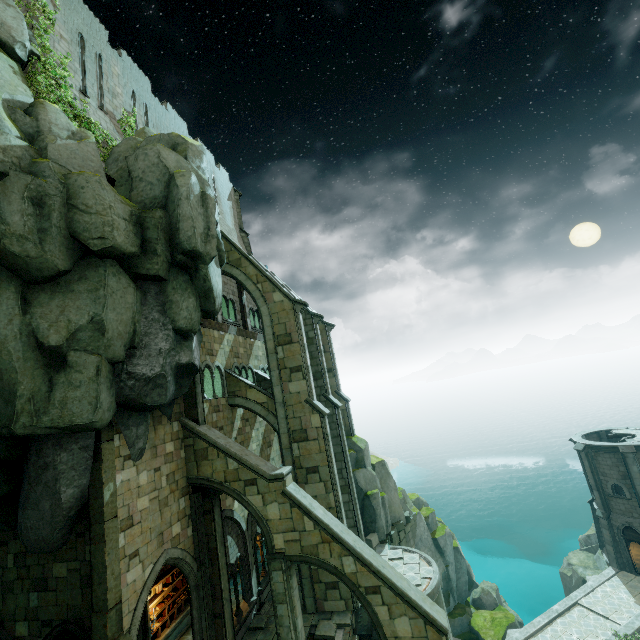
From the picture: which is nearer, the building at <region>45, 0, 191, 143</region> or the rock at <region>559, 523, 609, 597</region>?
the building at <region>45, 0, 191, 143</region>

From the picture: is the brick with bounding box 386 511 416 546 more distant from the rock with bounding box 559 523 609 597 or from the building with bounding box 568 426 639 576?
the building with bounding box 568 426 639 576

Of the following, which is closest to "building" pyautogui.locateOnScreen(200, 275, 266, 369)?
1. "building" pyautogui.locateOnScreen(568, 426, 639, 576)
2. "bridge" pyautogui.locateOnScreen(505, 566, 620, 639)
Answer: "bridge" pyautogui.locateOnScreen(505, 566, 620, 639)

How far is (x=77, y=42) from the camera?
15.38m

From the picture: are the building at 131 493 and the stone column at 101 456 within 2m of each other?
yes

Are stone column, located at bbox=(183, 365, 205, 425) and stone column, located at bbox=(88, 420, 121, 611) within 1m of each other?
no

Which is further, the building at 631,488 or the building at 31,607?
the building at 631,488

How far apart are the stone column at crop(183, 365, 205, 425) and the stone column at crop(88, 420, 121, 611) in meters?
3.7
